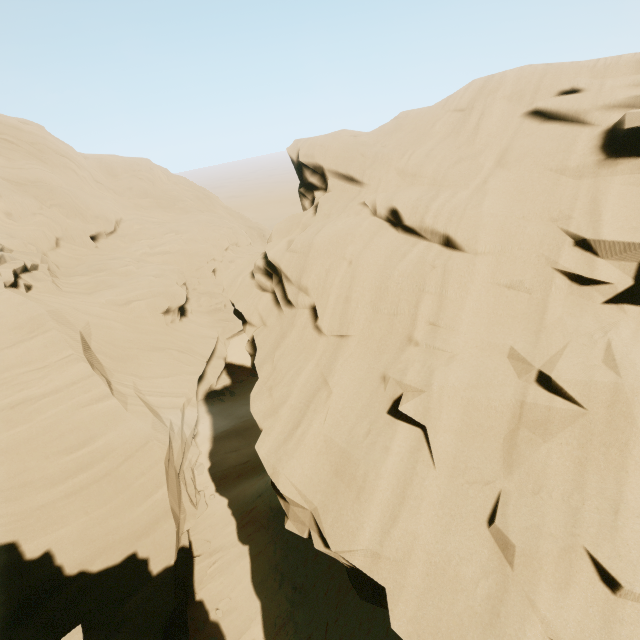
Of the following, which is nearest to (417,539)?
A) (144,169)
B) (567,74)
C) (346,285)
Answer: (346,285)
